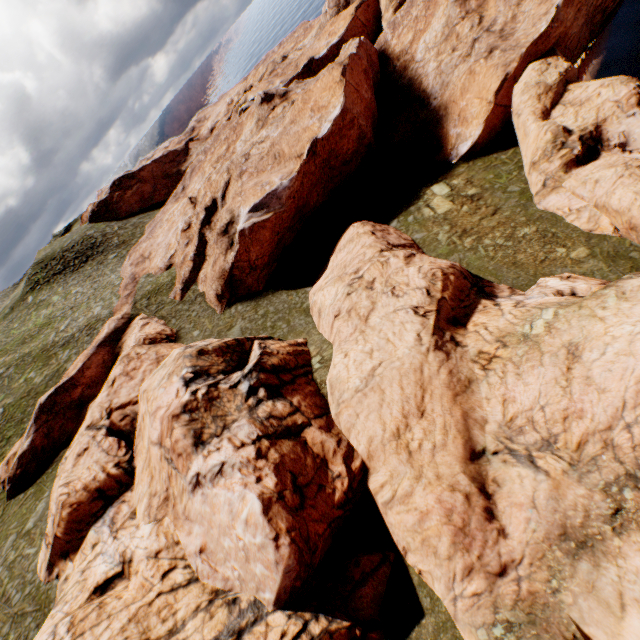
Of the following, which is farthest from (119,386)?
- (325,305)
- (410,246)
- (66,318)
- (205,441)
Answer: (410,246)
